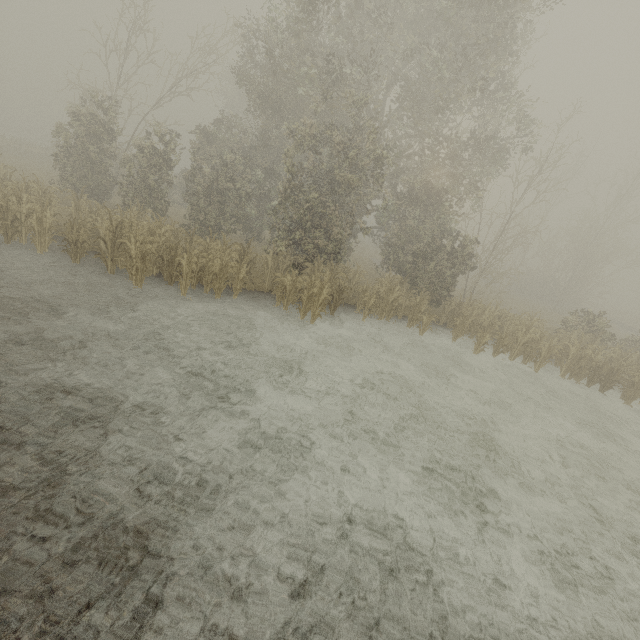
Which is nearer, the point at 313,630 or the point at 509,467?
the point at 313,630
